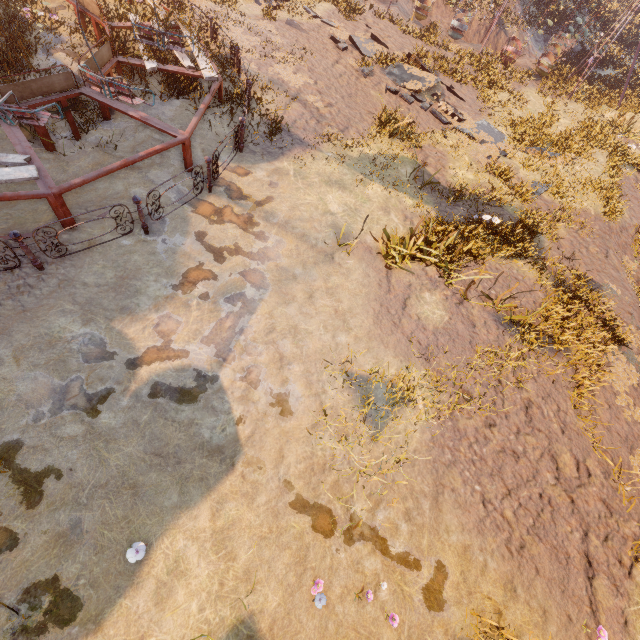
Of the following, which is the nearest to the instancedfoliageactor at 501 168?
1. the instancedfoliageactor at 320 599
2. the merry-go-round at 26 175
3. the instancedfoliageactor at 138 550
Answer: the merry-go-round at 26 175

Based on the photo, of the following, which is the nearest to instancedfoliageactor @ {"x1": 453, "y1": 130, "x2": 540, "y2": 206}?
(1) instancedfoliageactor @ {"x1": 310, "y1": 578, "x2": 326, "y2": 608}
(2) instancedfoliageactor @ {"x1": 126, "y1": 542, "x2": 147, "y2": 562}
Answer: (1) instancedfoliageactor @ {"x1": 310, "y1": 578, "x2": 326, "y2": 608}

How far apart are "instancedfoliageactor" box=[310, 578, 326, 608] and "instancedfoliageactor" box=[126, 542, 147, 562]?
2.4m

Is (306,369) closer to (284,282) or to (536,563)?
(284,282)

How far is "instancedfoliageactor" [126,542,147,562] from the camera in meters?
4.0 m

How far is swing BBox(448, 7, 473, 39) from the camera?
18.8m

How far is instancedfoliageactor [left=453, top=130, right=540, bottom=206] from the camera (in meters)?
10.73

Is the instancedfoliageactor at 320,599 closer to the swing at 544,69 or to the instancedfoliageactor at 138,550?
the instancedfoliageactor at 138,550
